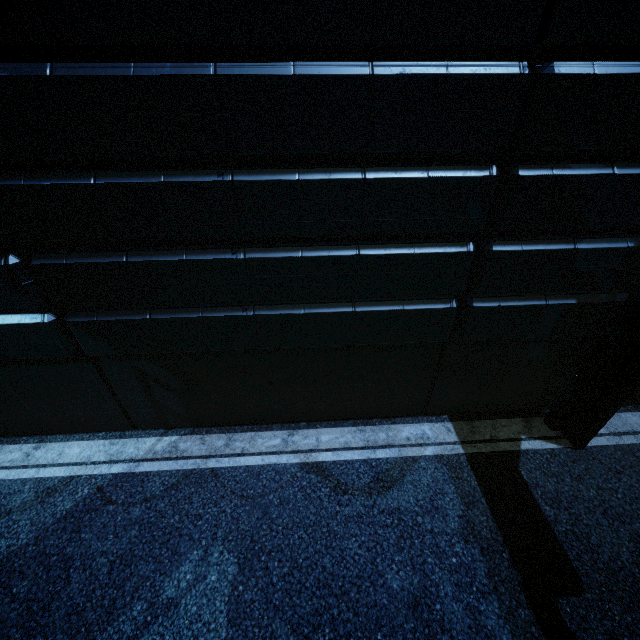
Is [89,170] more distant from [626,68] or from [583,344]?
[583,344]
